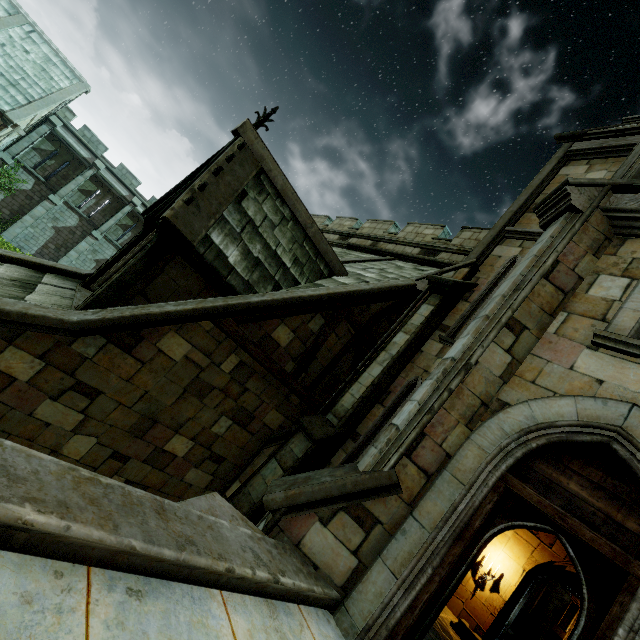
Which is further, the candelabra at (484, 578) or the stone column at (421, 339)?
the candelabra at (484, 578)

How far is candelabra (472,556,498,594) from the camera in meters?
8.8 m

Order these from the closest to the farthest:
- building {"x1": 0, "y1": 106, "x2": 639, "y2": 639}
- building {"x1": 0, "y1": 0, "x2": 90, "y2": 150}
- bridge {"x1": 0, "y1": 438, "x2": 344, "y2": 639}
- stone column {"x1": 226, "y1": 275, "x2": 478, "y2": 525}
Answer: bridge {"x1": 0, "y1": 438, "x2": 344, "y2": 639} < building {"x1": 0, "y1": 106, "x2": 639, "y2": 639} < stone column {"x1": 226, "y1": 275, "x2": 478, "y2": 525} < building {"x1": 0, "y1": 0, "x2": 90, "y2": 150}

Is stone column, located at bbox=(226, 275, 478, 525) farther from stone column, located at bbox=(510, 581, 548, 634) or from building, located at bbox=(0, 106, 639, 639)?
stone column, located at bbox=(510, 581, 548, 634)

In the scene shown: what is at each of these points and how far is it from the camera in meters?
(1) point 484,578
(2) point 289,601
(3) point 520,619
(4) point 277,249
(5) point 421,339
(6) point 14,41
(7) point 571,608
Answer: (1) candelabra, 8.8
(2) bridge, 3.5
(3) stone column, 19.5
(4) building, 8.4
(5) stone column, 8.2
(6) building, 21.5
(7) stone column, 19.2

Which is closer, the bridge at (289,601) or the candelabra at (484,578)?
the bridge at (289,601)

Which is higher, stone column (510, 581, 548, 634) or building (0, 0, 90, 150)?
building (0, 0, 90, 150)
